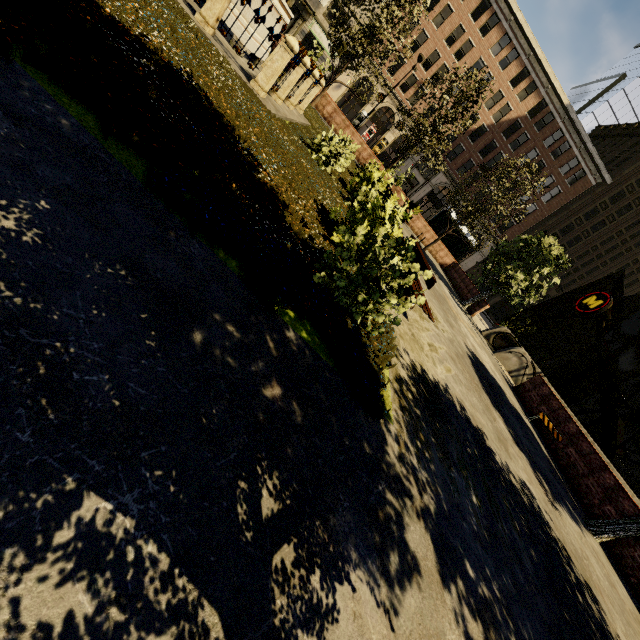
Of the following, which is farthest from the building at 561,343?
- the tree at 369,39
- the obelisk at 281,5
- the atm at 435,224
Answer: the obelisk at 281,5

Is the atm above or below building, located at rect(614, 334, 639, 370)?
below

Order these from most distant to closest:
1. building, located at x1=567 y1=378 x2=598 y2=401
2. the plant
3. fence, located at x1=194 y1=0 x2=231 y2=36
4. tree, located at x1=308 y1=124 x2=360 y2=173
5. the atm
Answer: building, located at x1=567 y1=378 x2=598 y2=401 → the atm → tree, located at x1=308 y1=124 x2=360 y2=173 → fence, located at x1=194 y1=0 x2=231 y2=36 → the plant

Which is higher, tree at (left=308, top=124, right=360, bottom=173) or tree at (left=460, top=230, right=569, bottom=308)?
tree at (left=460, top=230, right=569, bottom=308)

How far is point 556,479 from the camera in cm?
897

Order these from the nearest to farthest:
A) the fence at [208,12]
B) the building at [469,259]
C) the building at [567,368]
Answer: the fence at [208,12]
the building at [469,259]
the building at [567,368]

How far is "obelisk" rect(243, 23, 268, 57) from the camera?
8.9m

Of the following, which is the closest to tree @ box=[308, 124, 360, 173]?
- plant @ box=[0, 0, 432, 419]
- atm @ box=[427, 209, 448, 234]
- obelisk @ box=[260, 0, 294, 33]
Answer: plant @ box=[0, 0, 432, 419]
